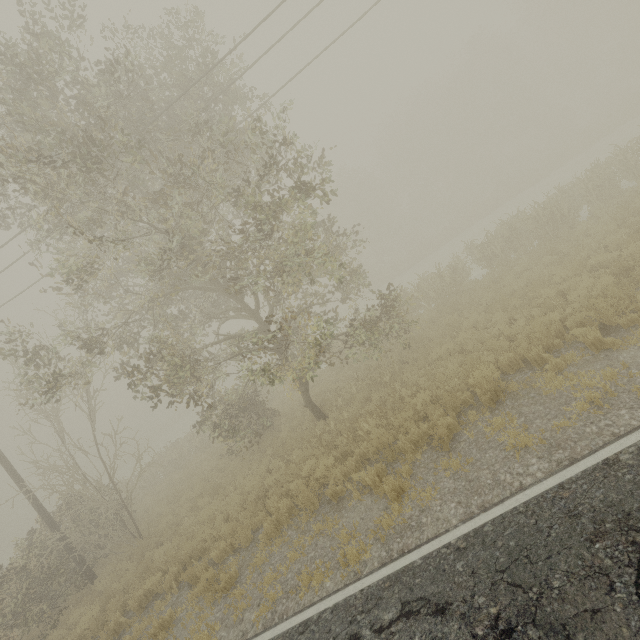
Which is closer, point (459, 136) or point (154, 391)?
point (154, 391)

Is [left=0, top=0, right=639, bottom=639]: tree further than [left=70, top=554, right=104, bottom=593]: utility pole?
No

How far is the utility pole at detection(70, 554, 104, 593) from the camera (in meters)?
11.61

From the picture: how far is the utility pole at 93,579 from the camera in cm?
1161

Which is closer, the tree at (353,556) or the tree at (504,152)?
the tree at (353,556)

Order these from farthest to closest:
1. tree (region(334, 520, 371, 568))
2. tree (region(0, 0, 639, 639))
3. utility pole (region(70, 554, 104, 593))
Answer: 1. utility pole (region(70, 554, 104, 593))
2. tree (region(0, 0, 639, 639))
3. tree (region(334, 520, 371, 568))

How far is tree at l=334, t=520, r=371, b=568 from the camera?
5.62m

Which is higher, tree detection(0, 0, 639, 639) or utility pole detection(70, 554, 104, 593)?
tree detection(0, 0, 639, 639)
